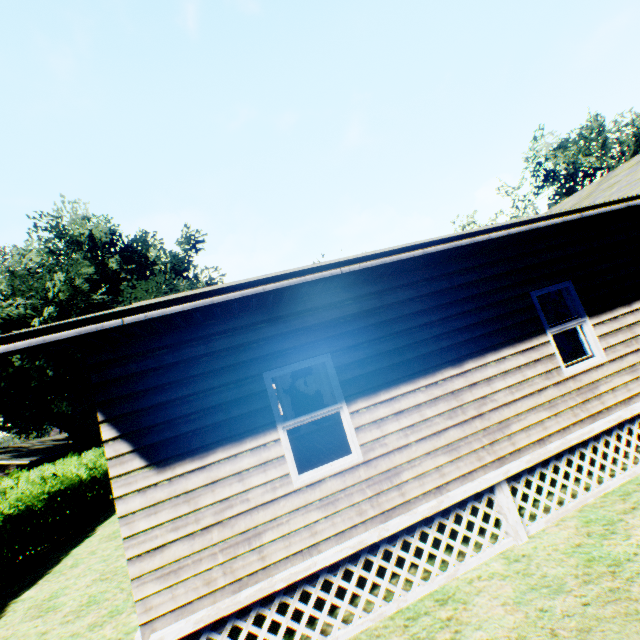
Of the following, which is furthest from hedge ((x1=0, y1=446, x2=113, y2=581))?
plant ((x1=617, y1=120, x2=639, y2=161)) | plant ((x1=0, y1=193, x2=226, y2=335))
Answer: plant ((x1=617, y1=120, x2=639, y2=161))

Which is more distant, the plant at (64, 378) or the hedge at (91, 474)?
the plant at (64, 378)

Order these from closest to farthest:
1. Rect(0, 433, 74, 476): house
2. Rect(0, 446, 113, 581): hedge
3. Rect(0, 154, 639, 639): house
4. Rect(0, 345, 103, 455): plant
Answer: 1. Rect(0, 154, 639, 639): house
2. Rect(0, 446, 113, 581): hedge
3. Rect(0, 345, 103, 455): plant
4. Rect(0, 433, 74, 476): house

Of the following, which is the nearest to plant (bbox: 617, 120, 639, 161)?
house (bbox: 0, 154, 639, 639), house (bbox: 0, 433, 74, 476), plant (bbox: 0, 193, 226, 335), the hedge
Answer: house (bbox: 0, 154, 639, 639)

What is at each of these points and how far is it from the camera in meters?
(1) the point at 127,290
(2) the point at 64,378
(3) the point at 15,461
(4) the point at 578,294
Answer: (1) plant, 29.4
(2) plant, 29.6
(3) house, 27.4
(4) house, 6.1

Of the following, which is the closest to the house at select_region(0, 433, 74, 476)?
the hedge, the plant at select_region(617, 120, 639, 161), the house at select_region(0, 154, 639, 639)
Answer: the hedge

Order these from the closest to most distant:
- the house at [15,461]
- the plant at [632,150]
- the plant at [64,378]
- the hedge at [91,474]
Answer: the hedge at [91,474] < the plant at [64,378] < the house at [15,461] < the plant at [632,150]

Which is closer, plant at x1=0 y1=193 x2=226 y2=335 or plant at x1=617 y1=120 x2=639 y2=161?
plant at x1=0 y1=193 x2=226 y2=335
